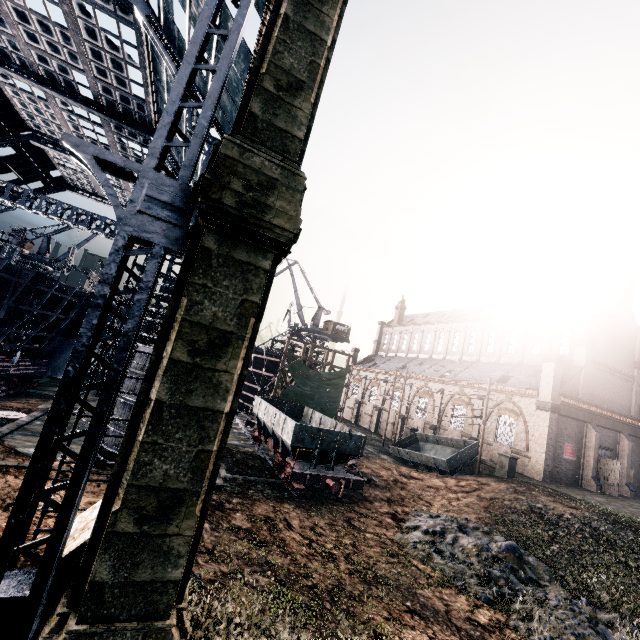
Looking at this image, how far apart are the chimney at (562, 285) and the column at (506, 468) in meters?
19.2 m

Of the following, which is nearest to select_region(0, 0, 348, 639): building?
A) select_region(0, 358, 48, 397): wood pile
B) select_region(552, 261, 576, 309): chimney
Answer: select_region(552, 261, 576, 309): chimney

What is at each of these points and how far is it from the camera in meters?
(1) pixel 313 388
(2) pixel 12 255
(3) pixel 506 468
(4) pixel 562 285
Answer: (1) cloth, 38.7
(2) crane, 53.7
(3) column, 26.0
(4) chimney, 36.9

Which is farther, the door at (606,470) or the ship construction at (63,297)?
→ the door at (606,470)

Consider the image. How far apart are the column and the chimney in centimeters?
1921cm

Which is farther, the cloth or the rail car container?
the cloth

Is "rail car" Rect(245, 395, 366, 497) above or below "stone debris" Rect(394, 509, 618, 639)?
above

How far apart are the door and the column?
12.62m
